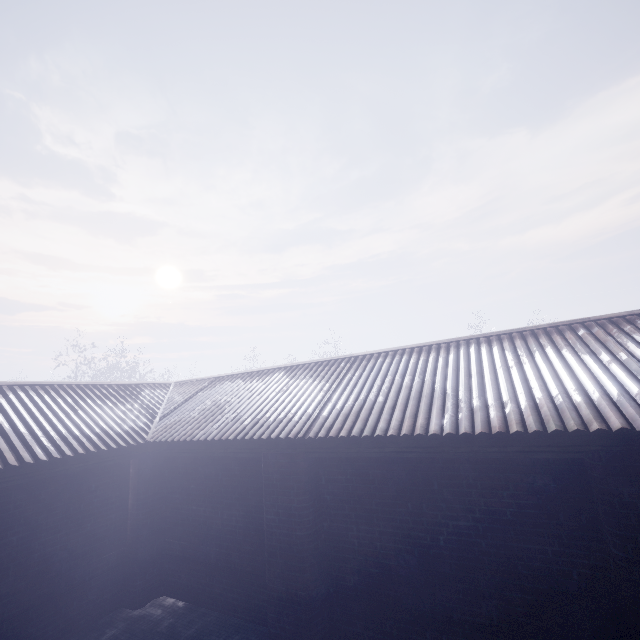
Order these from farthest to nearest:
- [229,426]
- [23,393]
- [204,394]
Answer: [204,394] < [23,393] < [229,426]
